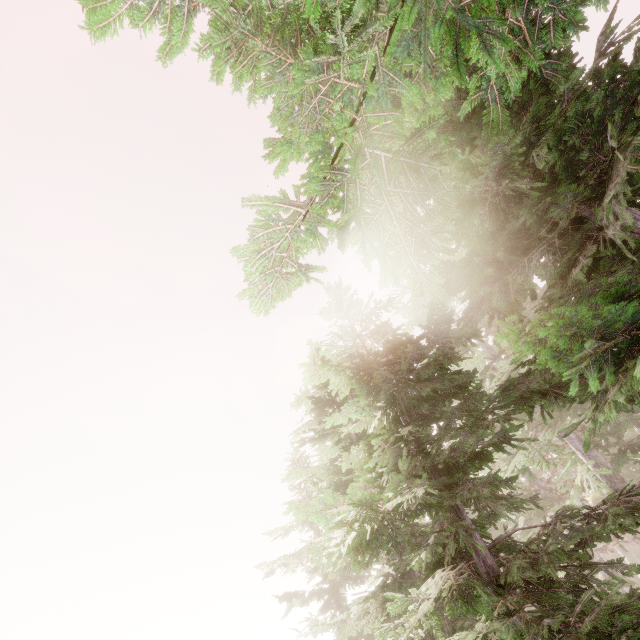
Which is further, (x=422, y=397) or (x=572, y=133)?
(x=422, y=397)
